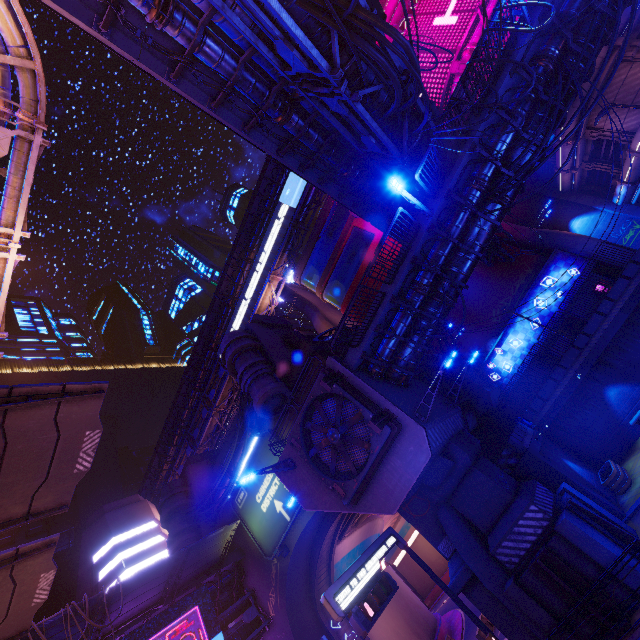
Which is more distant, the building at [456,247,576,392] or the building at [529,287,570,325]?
the building at [456,247,576,392]

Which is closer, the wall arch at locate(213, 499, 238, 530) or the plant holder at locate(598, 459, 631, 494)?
the plant holder at locate(598, 459, 631, 494)

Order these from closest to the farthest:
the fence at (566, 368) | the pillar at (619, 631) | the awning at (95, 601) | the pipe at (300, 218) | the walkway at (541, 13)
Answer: the pillar at (619, 631) → the walkway at (541, 13) → the awning at (95, 601) → the fence at (566, 368) → the pipe at (300, 218)

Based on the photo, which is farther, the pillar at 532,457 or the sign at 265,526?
the sign at 265,526

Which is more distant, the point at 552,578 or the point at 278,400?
the point at 278,400

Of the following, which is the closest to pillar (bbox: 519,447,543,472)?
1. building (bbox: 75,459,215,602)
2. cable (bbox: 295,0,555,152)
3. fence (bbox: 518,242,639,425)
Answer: fence (bbox: 518,242,639,425)

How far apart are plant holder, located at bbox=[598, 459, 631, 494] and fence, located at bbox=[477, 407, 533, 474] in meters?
3.3

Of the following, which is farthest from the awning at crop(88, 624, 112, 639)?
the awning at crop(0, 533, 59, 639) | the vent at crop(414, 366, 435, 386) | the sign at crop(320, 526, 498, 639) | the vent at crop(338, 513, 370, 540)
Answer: the vent at crop(414, 366, 435, 386)
